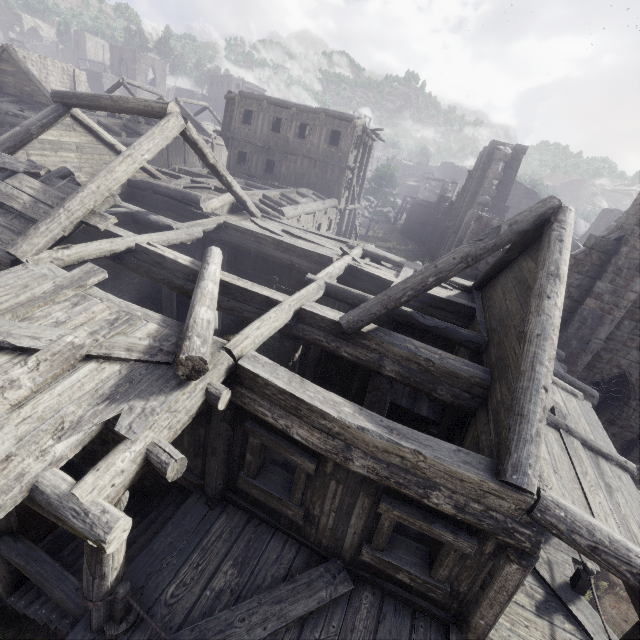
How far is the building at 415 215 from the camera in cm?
4519

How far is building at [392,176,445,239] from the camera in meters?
45.2 m

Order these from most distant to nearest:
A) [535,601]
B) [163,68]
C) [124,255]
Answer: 1. [163,68]
2. [124,255]
3. [535,601]

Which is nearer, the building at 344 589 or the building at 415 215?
the building at 344 589

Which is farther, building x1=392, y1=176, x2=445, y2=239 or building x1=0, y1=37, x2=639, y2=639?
building x1=392, y1=176, x2=445, y2=239
